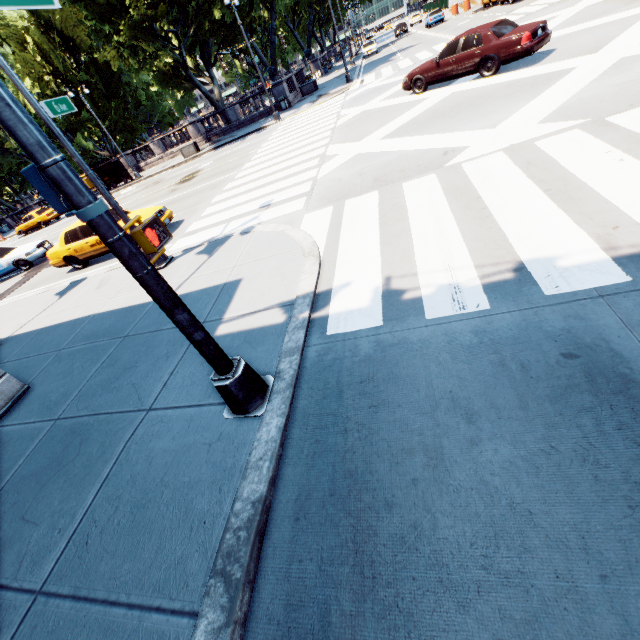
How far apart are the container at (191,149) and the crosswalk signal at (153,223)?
29.9m

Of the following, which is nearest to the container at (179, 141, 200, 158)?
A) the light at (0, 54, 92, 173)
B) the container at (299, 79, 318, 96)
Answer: the container at (299, 79, 318, 96)

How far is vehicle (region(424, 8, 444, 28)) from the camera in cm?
3797

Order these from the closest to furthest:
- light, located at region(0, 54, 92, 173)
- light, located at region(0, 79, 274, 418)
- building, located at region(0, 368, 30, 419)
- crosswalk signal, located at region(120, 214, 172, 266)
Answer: light, located at region(0, 79, 274, 418)
crosswalk signal, located at region(120, 214, 172, 266)
building, located at region(0, 368, 30, 419)
light, located at region(0, 54, 92, 173)

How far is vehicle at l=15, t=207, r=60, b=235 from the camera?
29.11m

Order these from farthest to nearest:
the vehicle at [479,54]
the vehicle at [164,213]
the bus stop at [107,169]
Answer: the bus stop at [107,169] < the vehicle at [164,213] < the vehicle at [479,54]

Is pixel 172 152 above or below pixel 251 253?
above

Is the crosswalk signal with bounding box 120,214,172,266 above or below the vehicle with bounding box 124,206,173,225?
above
